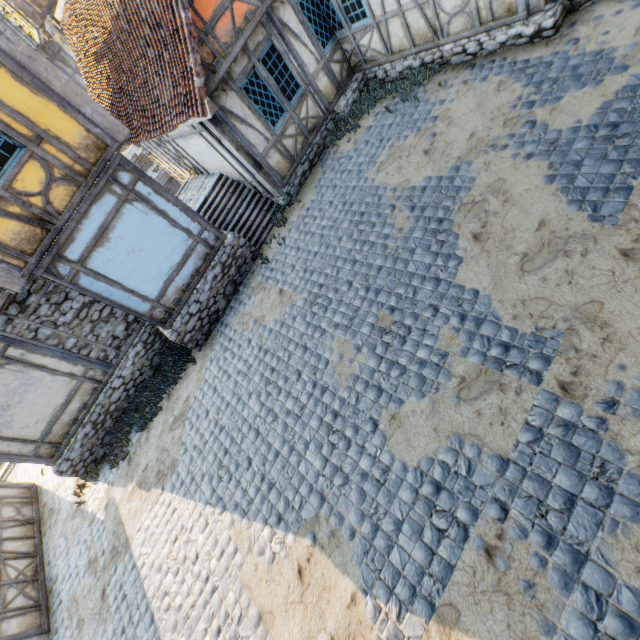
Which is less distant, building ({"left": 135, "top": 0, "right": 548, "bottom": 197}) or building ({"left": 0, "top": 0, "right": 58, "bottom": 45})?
building ({"left": 135, "top": 0, "right": 548, "bottom": 197})

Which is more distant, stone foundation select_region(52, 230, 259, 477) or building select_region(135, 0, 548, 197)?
stone foundation select_region(52, 230, 259, 477)

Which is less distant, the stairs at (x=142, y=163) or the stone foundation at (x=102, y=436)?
the stone foundation at (x=102, y=436)

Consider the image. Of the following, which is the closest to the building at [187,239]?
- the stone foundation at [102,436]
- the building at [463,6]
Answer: the stone foundation at [102,436]

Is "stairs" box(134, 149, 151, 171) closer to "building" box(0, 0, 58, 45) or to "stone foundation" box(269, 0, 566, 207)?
"building" box(0, 0, 58, 45)

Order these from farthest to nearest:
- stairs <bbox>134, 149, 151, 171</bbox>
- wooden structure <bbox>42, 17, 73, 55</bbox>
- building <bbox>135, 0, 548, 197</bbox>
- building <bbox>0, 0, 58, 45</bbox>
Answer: stairs <bbox>134, 149, 151, 171</bbox> → wooden structure <bbox>42, 17, 73, 55</bbox> → building <bbox>0, 0, 58, 45</bbox> → building <bbox>135, 0, 548, 197</bbox>

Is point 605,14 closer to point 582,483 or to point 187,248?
point 582,483

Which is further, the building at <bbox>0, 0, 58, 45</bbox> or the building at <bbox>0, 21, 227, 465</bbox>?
the building at <bbox>0, 0, 58, 45</bbox>
